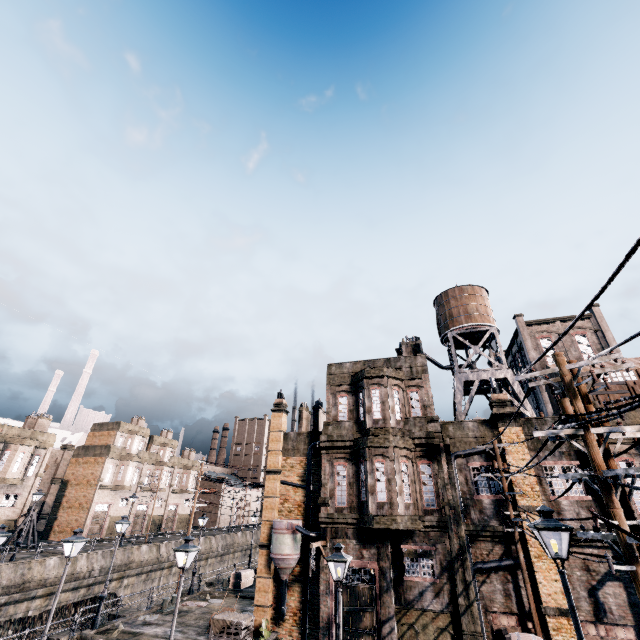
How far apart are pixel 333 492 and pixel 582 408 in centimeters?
1599cm

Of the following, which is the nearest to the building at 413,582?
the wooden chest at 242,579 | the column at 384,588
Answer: the column at 384,588

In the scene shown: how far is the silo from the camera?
19.5m

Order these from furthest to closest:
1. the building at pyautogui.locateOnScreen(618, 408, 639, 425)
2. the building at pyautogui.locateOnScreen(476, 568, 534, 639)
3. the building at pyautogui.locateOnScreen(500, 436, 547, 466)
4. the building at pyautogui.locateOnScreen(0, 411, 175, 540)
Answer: the building at pyautogui.locateOnScreen(0, 411, 175, 540), the building at pyautogui.locateOnScreen(500, 436, 547, 466), the building at pyautogui.locateOnScreen(618, 408, 639, 425), the building at pyautogui.locateOnScreen(476, 568, 534, 639)

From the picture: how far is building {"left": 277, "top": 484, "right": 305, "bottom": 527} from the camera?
22.64m

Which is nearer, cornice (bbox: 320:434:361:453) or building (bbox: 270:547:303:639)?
building (bbox: 270:547:303:639)

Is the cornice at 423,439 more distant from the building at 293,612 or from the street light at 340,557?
the street light at 340,557

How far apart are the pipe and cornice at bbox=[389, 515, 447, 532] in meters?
0.8 m
